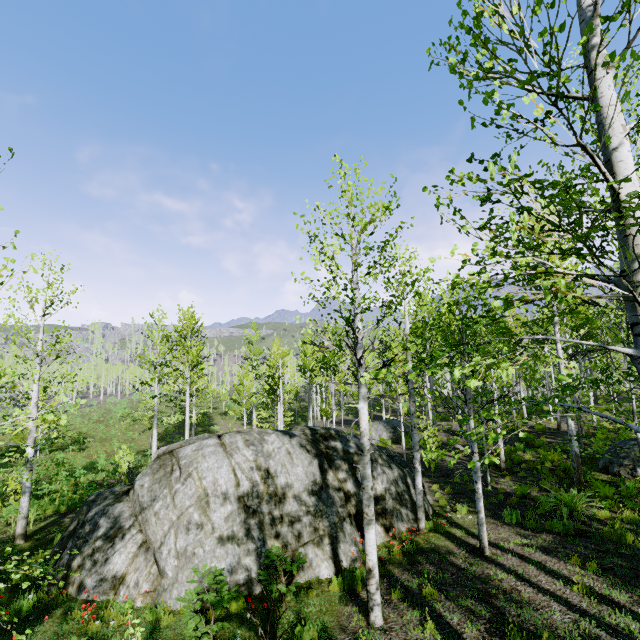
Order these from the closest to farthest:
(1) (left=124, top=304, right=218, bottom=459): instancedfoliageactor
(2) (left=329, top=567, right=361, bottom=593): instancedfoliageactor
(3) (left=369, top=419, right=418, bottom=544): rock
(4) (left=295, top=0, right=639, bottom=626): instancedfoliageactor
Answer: (4) (left=295, top=0, right=639, bottom=626): instancedfoliageactor, (2) (left=329, top=567, right=361, bottom=593): instancedfoliageactor, (3) (left=369, top=419, right=418, bottom=544): rock, (1) (left=124, top=304, right=218, bottom=459): instancedfoliageactor

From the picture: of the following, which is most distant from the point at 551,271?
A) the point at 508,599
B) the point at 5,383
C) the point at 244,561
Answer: the point at 244,561

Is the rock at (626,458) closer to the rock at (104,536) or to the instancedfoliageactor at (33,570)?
the rock at (104,536)

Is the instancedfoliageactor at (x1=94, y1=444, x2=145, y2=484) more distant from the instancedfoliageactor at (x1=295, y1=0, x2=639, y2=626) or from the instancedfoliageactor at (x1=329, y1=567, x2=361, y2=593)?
the instancedfoliageactor at (x1=329, y1=567, x2=361, y2=593)

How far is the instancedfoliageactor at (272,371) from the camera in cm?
2095

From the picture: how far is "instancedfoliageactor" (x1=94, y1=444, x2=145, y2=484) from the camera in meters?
16.1 m

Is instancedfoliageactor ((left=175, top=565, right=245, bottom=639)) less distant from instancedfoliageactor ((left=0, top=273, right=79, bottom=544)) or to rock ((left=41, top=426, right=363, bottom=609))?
instancedfoliageactor ((left=0, top=273, right=79, bottom=544))

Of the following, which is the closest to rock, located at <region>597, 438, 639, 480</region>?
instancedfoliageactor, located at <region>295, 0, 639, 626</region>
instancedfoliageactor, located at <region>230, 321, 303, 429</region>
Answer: instancedfoliageactor, located at <region>295, 0, 639, 626</region>
